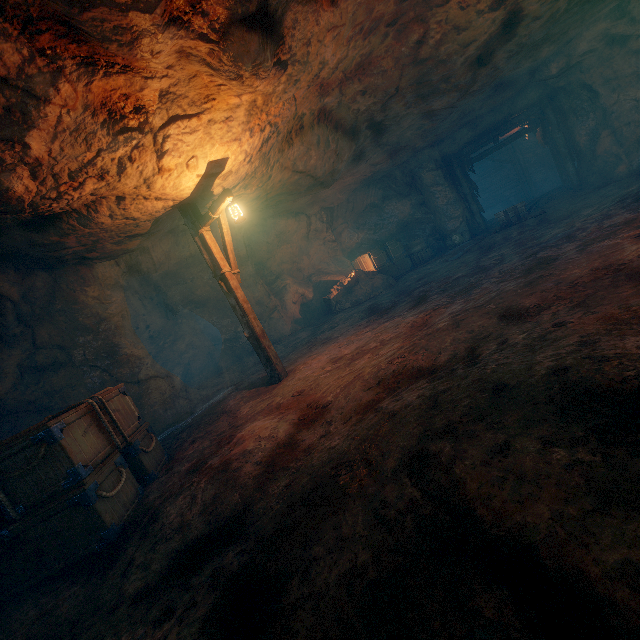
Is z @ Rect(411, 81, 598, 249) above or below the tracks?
above

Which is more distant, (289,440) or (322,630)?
(289,440)

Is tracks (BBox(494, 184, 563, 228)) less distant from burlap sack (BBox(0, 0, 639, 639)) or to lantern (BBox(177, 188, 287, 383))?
burlap sack (BBox(0, 0, 639, 639))

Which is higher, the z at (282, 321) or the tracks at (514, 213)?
the z at (282, 321)

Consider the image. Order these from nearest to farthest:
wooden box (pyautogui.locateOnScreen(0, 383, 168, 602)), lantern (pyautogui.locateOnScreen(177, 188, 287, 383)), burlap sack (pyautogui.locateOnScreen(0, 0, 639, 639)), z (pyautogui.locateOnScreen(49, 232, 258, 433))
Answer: burlap sack (pyautogui.locateOnScreen(0, 0, 639, 639))
wooden box (pyautogui.locateOnScreen(0, 383, 168, 602))
lantern (pyautogui.locateOnScreen(177, 188, 287, 383))
z (pyautogui.locateOnScreen(49, 232, 258, 433))

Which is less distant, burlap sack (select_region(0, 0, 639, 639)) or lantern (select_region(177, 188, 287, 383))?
burlap sack (select_region(0, 0, 639, 639))

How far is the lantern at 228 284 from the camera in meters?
6.8 m

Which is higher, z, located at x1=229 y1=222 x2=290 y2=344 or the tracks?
z, located at x1=229 y1=222 x2=290 y2=344
